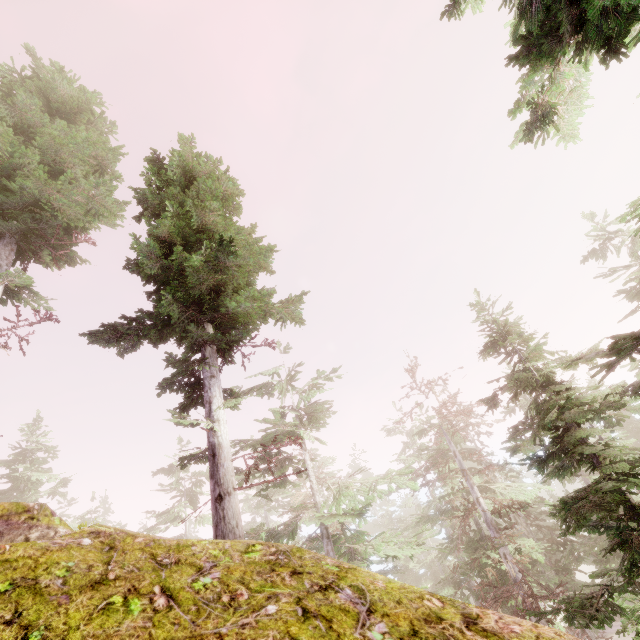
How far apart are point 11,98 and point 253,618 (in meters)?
17.96

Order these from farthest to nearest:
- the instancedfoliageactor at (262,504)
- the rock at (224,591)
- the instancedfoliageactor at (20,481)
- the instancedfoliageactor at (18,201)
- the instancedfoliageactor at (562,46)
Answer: the instancedfoliageactor at (20,481) < the instancedfoliageactor at (18,201) < the instancedfoliageactor at (262,504) < the instancedfoliageactor at (562,46) < the rock at (224,591)

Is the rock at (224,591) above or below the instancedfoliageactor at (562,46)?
below

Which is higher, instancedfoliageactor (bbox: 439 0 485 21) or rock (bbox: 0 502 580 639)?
instancedfoliageactor (bbox: 439 0 485 21)

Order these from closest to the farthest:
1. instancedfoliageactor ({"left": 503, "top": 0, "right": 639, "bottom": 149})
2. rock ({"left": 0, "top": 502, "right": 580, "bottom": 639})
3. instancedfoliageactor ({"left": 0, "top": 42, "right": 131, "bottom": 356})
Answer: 1. rock ({"left": 0, "top": 502, "right": 580, "bottom": 639})
2. instancedfoliageactor ({"left": 503, "top": 0, "right": 639, "bottom": 149})
3. instancedfoliageactor ({"left": 0, "top": 42, "right": 131, "bottom": 356})

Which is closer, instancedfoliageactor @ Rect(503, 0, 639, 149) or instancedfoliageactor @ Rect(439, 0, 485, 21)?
instancedfoliageactor @ Rect(503, 0, 639, 149)
